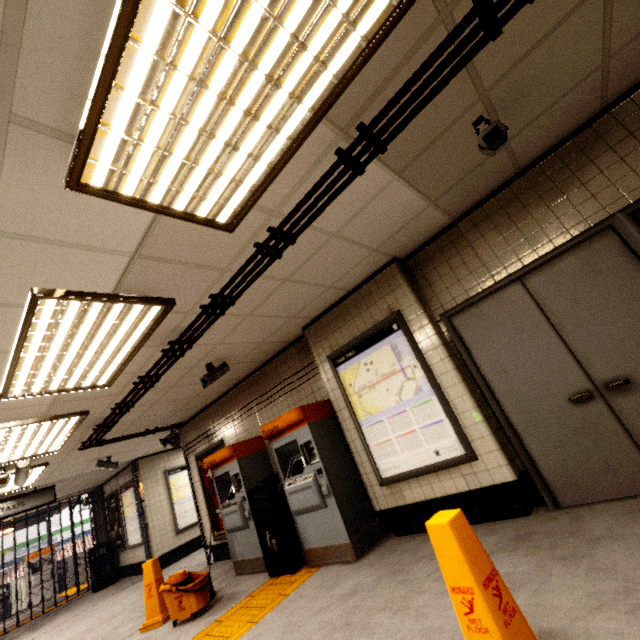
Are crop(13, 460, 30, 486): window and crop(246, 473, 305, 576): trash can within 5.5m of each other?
yes

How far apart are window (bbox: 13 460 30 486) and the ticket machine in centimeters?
428cm

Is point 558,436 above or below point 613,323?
below

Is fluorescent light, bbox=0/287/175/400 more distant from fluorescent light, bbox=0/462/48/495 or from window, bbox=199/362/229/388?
fluorescent light, bbox=0/462/48/495

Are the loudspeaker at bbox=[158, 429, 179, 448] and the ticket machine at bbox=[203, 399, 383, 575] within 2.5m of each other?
no

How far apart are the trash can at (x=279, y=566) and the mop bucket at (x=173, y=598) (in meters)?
0.74

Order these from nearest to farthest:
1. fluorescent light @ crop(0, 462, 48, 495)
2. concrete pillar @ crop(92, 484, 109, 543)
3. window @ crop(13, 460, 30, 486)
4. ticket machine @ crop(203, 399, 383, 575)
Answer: ticket machine @ crop(203, 399, 383, 575) → window @ crop(13, 460, 30, 486) → fluorescent light @ crop(0, 462, 48, 495) → concrete pillar @ crop(92, 484, 109, 543)

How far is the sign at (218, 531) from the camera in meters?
6.5
